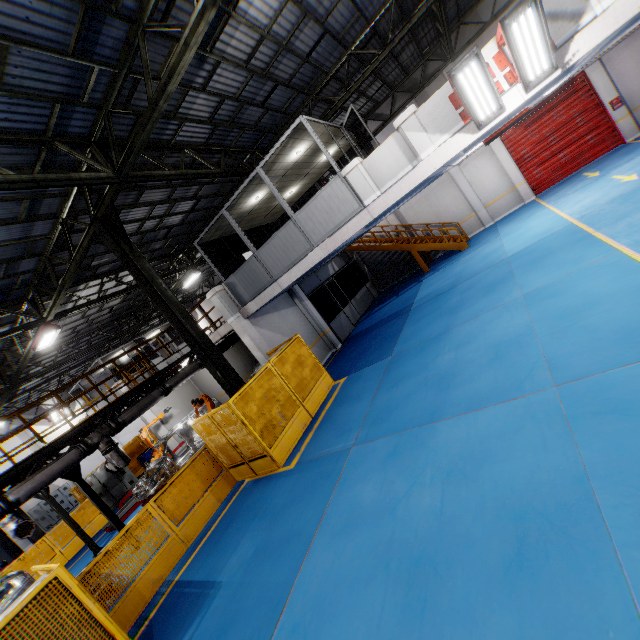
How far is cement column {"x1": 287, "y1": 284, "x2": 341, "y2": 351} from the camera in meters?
15.5

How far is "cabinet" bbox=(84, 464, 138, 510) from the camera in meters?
16.8

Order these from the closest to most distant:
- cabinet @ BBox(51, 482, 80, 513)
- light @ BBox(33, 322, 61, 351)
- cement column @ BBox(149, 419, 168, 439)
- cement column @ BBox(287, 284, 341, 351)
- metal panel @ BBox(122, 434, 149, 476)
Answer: light @ BBox(33, 322, 61, 351), cement column @ BBox(287, 284, 341, 351), cement column @ BBox(149, 419, 168, 439), metal panel @ BBox(122, 434, 149, 476), cabinet @ BBox(51, 482, 80, 513)

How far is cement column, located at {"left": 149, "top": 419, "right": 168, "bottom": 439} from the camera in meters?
18.4 m

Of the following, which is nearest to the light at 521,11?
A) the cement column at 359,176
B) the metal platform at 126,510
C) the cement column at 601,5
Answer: the cement column at 601,5

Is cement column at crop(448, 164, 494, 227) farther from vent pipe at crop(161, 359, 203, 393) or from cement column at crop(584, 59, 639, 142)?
vent pipe at crop(161, 359, 203, 393)

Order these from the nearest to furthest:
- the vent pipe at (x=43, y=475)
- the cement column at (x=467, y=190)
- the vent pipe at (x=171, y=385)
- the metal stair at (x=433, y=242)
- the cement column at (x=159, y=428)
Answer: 1. the vent pipe at (x=43, y=475)
2. the vent pipe at (x=171, y=385)
3. the metal stair at (x=433, y=242)
4. the cement column at (x=467, y=190)
5. the cement column at (x=159, y=428)

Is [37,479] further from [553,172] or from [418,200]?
[553,172]
